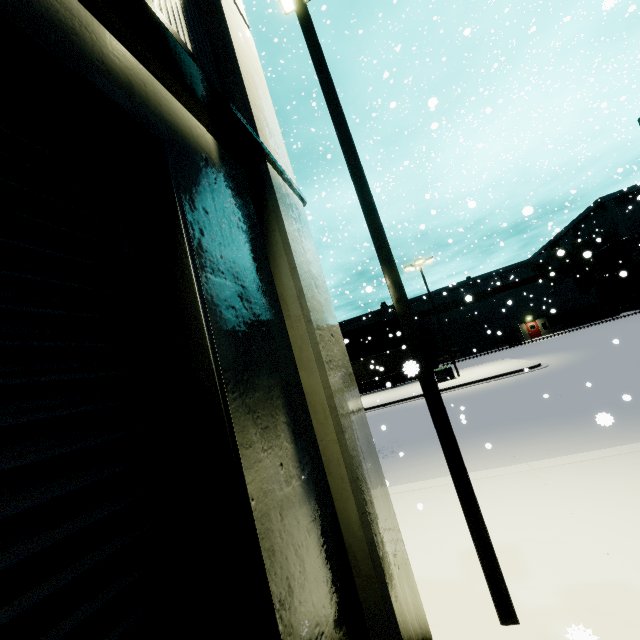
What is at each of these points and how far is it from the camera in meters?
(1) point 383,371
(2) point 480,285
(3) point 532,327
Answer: (1) semi trailer, 35.4
(2) building, 47.2
(3) door, 44.8

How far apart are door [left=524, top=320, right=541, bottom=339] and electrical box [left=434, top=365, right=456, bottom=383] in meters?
26.2 m

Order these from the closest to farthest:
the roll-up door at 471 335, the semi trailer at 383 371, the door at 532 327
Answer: the semi trailer at 383 371
the door at 532 327
the roll-up door at 471 335

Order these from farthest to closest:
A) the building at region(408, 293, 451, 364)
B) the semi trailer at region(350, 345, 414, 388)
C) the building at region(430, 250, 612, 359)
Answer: the building at region(408, 293, 451, 364), the building at region(430, 250, 612, 359), the semi trailer at region(350, 345, 414, 388)

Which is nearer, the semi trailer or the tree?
the semi trailer

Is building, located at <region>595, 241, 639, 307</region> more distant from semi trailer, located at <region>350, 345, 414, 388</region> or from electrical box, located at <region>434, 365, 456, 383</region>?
electrical box, located at <region>434, 365, 456, 383</region>

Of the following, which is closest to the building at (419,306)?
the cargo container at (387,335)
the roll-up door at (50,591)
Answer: the roll-up door at (50,591)

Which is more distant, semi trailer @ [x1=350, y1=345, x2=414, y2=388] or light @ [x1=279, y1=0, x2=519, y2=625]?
semi trailer @ [x1=350, y1=345, x2=414, y2=388]
